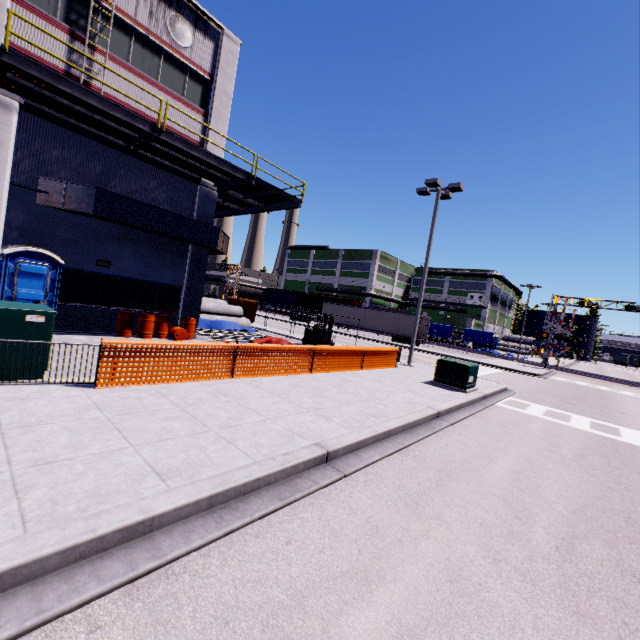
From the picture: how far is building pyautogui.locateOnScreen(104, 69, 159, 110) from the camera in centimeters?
1259cm

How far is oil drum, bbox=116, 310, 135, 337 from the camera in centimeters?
1342cm

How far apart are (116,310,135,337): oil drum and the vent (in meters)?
11.99

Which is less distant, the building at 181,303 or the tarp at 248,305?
the building at 181,303

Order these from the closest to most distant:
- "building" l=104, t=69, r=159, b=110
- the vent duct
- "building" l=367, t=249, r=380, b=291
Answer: the vent duct → "building" l=104, t=69, r=159, b=110 → "building" l=367, t=249, r=380, b=291

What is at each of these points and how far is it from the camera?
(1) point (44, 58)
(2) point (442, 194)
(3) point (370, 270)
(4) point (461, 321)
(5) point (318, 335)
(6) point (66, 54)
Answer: (1) building, 11.1 meters
(2) light, 18.1 meters
(3) building, 59.6 meters
(4) building, 56.2 meters
(5) forklift, 19.0 meters
(6) building, 11.5 meters

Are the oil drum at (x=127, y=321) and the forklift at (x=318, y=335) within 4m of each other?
no

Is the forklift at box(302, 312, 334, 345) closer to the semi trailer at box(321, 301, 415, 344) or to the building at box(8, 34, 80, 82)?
the building at box(8, 34, 80, 82)
